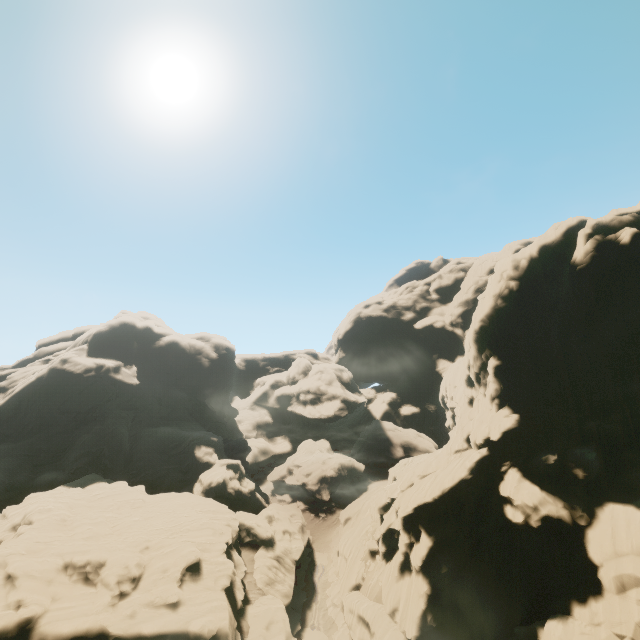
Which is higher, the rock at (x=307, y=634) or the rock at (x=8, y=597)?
the rock at (x=8, y=597)

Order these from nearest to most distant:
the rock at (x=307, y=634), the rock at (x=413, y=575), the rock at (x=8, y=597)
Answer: the rock at (x=413, y=575)
the rock at (x=8, y=597)
the rock at (x=307, y=634)

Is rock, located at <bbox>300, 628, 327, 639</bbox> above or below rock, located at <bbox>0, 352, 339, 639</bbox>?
below

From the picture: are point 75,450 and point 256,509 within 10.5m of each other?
no

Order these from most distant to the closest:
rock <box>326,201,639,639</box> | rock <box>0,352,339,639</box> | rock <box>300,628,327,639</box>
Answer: rock <box>300,628,327,639</box>
rock <box>0,352,339,639</box>
rock <box>326,201,639,639</box>

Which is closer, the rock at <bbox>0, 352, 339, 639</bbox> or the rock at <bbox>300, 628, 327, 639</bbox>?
the rock at <bbox>0, 352, 339, 639</bbox>
